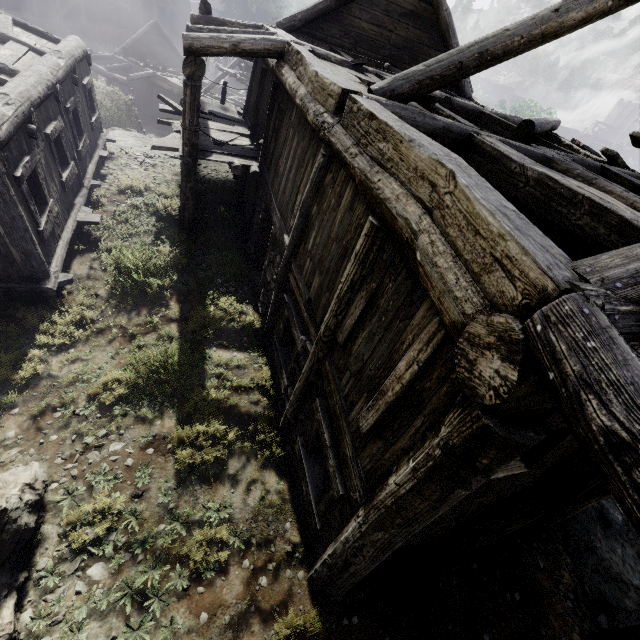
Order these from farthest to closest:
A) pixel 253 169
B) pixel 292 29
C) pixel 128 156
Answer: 1. pixel 128 156
2. pixel 292 29
3. pixel 253 169

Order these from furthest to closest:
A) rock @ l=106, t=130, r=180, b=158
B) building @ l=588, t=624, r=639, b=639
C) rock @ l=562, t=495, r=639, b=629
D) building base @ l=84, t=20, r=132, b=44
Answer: building base @ l=84, t=20, r=132, b=44 < rock @ l=106, t=130, r=180, b=158 < rock @ l=562, t=495, r=639, b=629 < building @ l=588, t=624, r=639, b=639

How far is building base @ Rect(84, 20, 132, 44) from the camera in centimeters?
3406cm

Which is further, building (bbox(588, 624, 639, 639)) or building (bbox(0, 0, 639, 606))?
building (bbox(588, 624, 639, 639))

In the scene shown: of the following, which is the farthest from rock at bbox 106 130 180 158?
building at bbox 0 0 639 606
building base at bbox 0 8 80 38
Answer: building base at bbox 0 8 80 38

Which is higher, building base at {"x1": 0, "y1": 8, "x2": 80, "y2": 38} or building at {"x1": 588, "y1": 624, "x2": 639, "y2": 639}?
building at {"x1": 588, "y1": 624, "x2": 639, "y2": 639}

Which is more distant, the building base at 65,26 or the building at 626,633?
the building base at 65,26

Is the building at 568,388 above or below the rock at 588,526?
above
